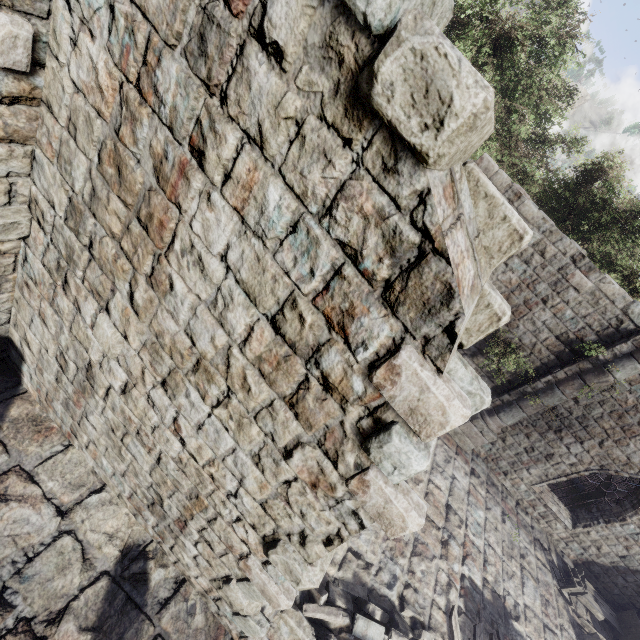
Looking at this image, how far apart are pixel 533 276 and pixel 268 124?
10.30m

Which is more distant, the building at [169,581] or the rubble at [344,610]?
the rubble at [344,610]

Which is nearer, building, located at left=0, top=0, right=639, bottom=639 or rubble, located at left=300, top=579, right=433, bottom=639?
building, located at left=0, top=0, right=639, bottom=639
